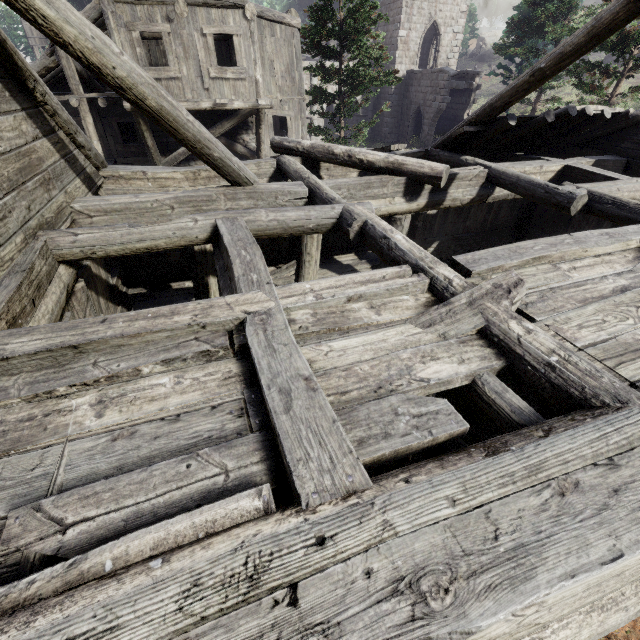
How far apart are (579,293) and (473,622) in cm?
341

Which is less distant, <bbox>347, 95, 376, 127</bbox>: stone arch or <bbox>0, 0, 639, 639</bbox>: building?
<bbox>0, 0, 639, 639</bbox>: building

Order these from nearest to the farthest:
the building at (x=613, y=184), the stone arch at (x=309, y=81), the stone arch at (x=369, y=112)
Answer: the building at (x=613, y=184) → the stone arch at (x=309, y=81) → the stone arch at (x=369, y=112)

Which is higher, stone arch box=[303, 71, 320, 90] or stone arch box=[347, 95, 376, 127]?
stone arch box=[303, 71, 320, 90]

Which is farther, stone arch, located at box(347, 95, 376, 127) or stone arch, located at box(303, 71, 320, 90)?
stone arch, located at box(347, 95, 376, 127)

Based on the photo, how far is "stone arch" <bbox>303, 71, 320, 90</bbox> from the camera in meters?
26.5

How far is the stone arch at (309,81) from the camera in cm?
2647
